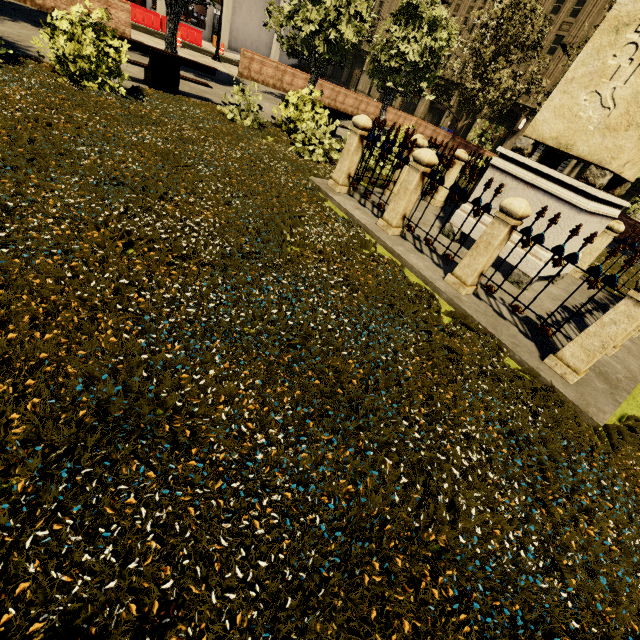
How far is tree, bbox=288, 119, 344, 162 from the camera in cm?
761

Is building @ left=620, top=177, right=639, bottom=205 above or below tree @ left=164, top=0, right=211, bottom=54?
above

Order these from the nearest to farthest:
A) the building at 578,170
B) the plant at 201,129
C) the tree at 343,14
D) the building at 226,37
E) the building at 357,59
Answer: the plant at 201,129 < the tree at 343,14 < the building at 226,37 < the building at 578,170 < the building at 357,59

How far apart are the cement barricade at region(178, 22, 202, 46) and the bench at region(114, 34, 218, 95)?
19.00m

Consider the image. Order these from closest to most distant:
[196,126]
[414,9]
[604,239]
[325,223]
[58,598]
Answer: [58,598] < [325,223] < [196,126] < [604,239] < [414,9]

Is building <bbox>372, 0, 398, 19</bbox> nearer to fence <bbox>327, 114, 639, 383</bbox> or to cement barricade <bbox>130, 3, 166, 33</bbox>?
cement barricade <bbox>130, 3, 166, 33</bbox>

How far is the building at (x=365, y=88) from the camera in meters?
51.7 m

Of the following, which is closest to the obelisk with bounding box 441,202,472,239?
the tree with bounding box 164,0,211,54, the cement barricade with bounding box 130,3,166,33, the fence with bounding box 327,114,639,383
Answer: the fence with bounding box 327,114,639,383
